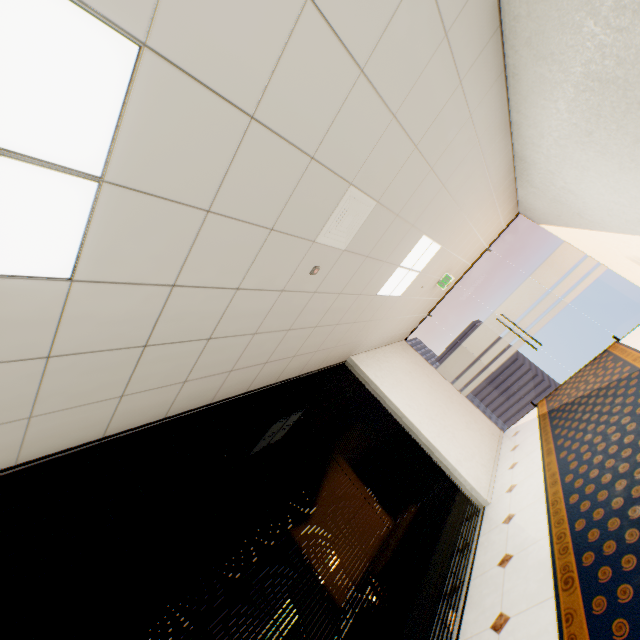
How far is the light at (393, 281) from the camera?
4.2 meters

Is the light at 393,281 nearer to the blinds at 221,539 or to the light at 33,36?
the blinds at 221,539

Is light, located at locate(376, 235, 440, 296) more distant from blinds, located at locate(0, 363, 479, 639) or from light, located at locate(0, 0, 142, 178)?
light, located at locate(0, 0, 142, 178)

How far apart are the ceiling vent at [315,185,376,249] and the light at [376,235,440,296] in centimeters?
155cm

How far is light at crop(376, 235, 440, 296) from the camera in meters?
4.2 m

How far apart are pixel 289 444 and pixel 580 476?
3.1 meters

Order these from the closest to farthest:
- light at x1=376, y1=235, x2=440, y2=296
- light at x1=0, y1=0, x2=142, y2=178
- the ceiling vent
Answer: light at x1=0, y1=0, x2=142, y2=178, the ceiling vent, light at x1=376, y1=235, x2=440, y2=296

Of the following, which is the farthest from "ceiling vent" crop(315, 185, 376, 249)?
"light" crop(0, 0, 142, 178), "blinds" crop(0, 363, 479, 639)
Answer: "blinds" crop(0, 363, 479, 639)
